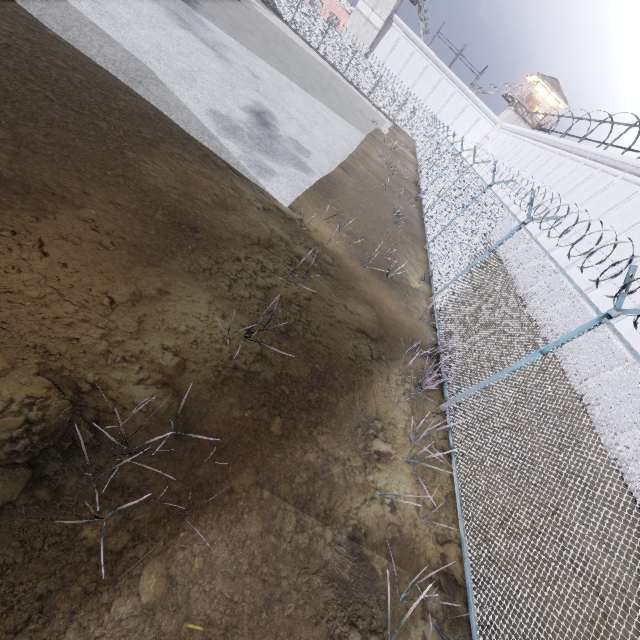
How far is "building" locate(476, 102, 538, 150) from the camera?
42.8 meters

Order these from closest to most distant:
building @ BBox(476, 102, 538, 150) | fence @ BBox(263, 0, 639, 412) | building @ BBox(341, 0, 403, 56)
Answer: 1. fence @ BBox(263, 0, 639, 412)
2. building @ BBox(341, 0, 403, 56)
3. building @ BBox(476, 102, 538, 150)

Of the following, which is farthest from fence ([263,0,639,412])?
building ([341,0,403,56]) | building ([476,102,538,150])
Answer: building ([476,102,538,150])

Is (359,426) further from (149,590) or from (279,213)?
(279,213)

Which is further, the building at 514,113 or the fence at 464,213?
the building at 514,113

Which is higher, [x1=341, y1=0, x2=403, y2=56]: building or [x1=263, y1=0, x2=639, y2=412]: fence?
[x1=341, y1=0, x2=403, y2=56]: building

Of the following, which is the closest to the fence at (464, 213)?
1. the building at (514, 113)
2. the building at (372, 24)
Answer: the building at (372, 24)
